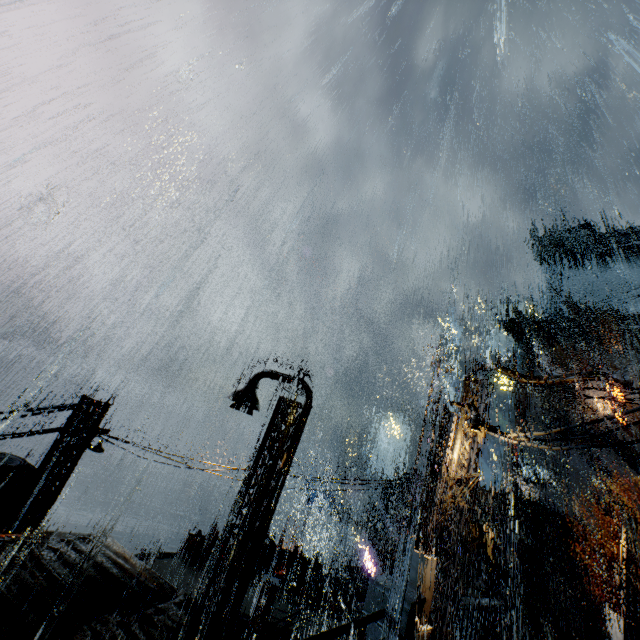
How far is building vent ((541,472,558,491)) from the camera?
43.2 meters

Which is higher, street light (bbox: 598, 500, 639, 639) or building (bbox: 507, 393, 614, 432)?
building (bbox: 507, 393, 614, 432)

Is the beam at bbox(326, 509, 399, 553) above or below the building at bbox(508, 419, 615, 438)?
below

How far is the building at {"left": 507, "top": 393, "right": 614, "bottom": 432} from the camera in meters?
44.2

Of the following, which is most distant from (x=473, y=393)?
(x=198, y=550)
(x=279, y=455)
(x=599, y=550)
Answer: (x=599, y=550)

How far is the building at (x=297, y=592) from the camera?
19.02m

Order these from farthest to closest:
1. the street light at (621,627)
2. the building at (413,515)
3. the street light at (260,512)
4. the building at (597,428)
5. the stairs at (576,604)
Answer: the building at (597,428) < the building at (413,515) < the stairs at (576,604) < the street light at (621,627) < the street light at (260,512)

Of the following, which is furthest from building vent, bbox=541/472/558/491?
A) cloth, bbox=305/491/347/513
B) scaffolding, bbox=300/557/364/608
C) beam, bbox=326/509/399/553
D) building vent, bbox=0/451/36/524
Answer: building vent, bbox=0/451/36/524
